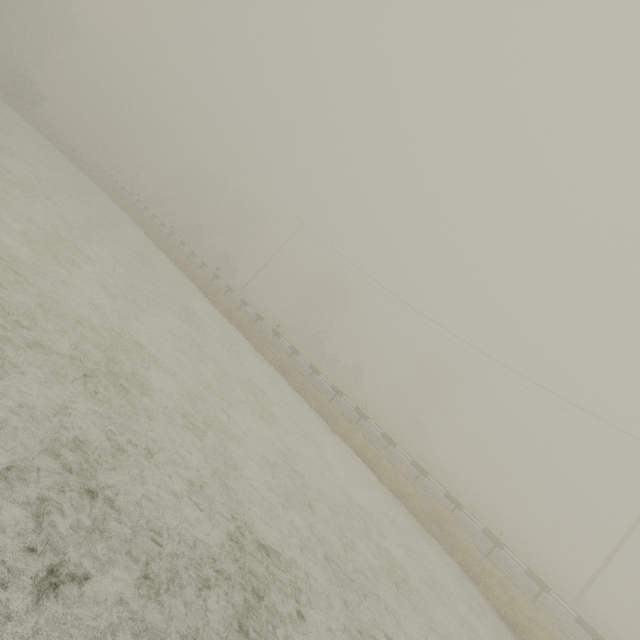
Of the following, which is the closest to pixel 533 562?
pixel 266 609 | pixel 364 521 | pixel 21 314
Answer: pixel 364 521
